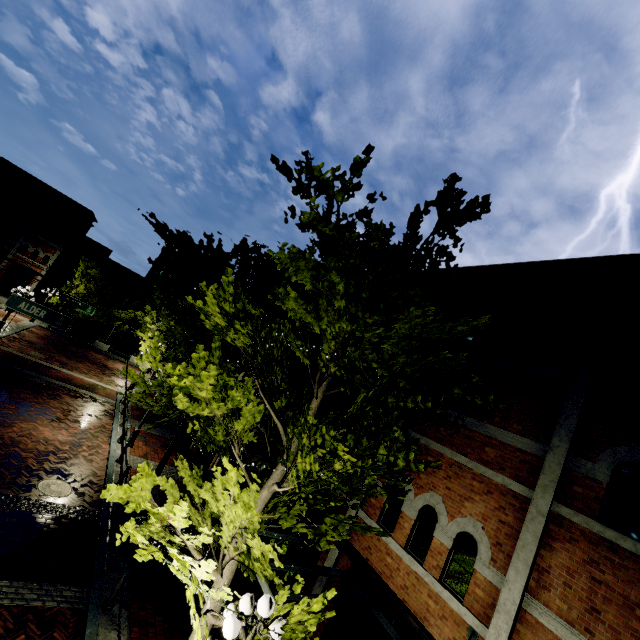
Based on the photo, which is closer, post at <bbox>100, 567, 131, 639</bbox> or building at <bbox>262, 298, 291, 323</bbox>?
post at <bbox>100, 567, 131, 639</bbox>

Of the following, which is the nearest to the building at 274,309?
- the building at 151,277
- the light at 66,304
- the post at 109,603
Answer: the building at 151,277

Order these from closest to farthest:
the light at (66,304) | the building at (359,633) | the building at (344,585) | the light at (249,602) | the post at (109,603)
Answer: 1. the light at (249,602)
2. the post at (109,603)
3. the building at (359,633)
4. the building at (344,585)
5. the light at (66,304)

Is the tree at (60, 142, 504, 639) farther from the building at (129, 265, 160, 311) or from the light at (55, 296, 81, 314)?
the building at (129, 265, 160, 311)

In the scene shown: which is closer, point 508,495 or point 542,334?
point 508,495

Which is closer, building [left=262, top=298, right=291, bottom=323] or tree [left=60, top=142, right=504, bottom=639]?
tree [left=60, top=142, right=504, bottom=639]

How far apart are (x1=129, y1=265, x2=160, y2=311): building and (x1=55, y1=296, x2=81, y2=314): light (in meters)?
28.87

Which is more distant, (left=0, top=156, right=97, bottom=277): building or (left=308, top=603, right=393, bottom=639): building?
(left=0, top=156, right=97, bottom=277): building
